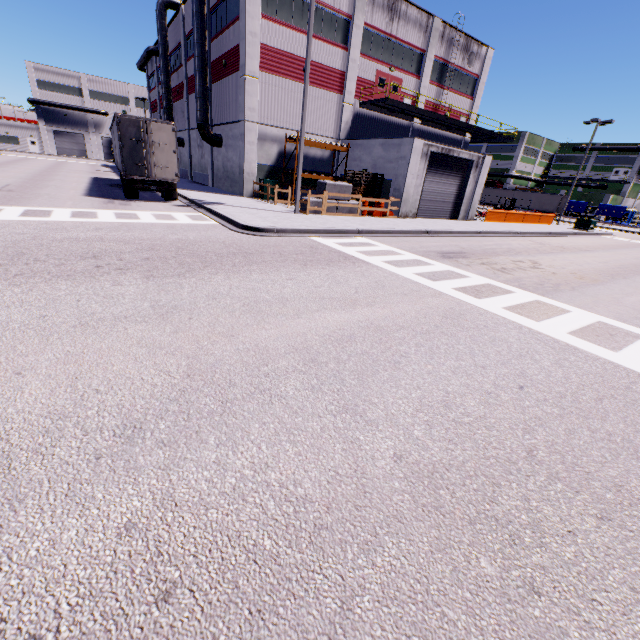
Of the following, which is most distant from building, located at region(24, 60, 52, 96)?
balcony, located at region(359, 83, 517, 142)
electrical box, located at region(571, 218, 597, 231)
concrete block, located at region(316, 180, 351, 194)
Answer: concrete block, located at region(316, 180, 351, 194)

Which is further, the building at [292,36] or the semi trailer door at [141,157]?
the building at [292,36]

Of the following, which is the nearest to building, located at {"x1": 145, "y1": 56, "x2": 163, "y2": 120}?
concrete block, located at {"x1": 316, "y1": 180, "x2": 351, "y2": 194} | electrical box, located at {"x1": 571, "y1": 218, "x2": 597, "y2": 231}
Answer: electrical box, located at {"x1": 571, "y1": 218, "x2": 597, "y2": 231}

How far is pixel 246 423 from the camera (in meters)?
→ 3.28

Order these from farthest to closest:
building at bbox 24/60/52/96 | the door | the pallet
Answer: building at bbox 24/60/52/96
the door
the pallet

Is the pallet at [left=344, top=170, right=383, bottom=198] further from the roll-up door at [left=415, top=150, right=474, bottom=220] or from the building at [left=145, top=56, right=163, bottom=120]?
the roll-up door at [left=415, top=150, right=474, bottom=220]

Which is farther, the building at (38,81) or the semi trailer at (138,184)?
the building at (38,81)

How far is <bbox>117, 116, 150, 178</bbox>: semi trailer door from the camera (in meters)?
15.48
